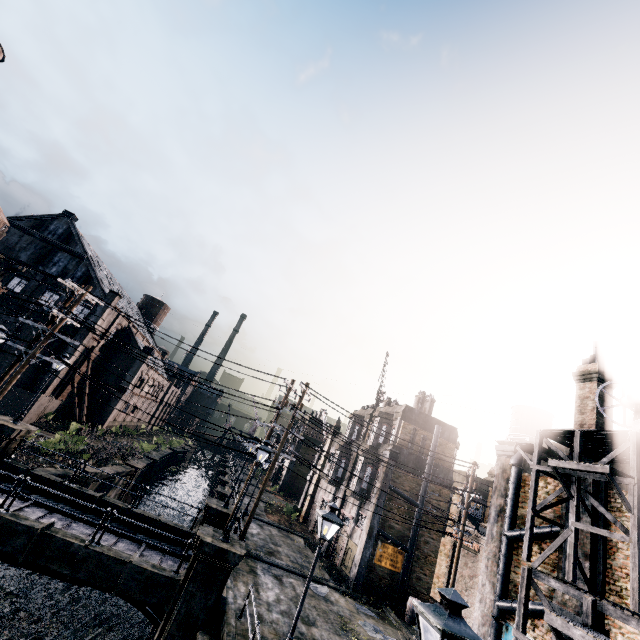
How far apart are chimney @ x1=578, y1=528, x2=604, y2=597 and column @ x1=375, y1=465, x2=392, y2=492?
12.59m

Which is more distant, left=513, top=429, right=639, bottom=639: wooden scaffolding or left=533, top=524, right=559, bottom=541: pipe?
left=533, top=524, right=559, bottom=541: pipe

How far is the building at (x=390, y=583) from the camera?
23.4m

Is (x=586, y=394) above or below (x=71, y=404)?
above

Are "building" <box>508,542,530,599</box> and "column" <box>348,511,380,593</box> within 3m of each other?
no

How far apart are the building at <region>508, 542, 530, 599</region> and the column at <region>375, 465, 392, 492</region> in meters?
9.6 m

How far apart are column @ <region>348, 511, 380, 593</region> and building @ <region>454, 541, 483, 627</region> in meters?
10.1 m

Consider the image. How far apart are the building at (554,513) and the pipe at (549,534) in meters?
0.0
